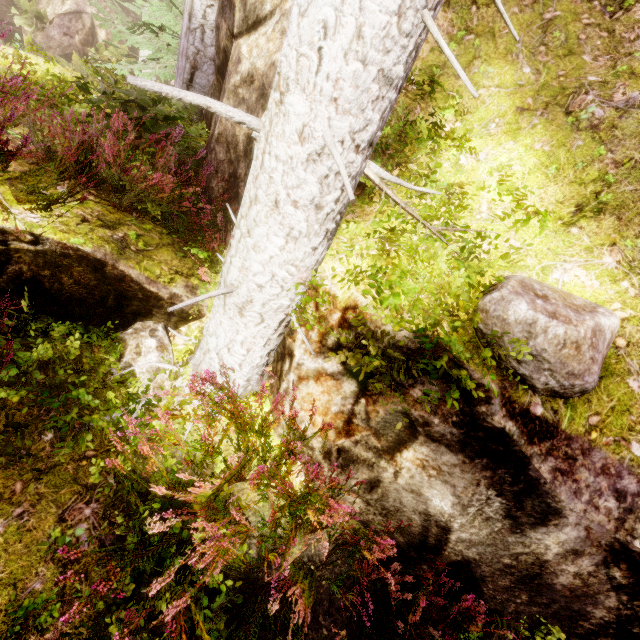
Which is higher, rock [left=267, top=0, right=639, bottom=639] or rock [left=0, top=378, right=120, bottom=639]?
rock [left=267, top=0, right=639, bottom=639]

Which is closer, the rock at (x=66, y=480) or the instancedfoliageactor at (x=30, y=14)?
the rock at (x=66, y=480)

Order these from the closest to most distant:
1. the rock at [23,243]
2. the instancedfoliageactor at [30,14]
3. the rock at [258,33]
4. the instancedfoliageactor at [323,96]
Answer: the instancedfoliageactor at [323,96], the rock at [23,243], the rock at [258,33], the instancedfoliageactor at [30,14]

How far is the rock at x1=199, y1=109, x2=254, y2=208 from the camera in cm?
362

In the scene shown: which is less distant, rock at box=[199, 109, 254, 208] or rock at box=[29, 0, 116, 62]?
rock at box=[199, 109, 254, 208]

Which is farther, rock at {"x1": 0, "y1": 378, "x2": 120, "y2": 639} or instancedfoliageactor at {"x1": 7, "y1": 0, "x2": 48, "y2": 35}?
instancedfoliageactor at {"x1": 7, "y1": 0, "x2": 48, "y2": 35}

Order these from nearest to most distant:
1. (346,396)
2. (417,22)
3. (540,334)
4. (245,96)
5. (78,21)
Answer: (417,22) → (540,334) → (346,396) → (245,96) → (78,21)

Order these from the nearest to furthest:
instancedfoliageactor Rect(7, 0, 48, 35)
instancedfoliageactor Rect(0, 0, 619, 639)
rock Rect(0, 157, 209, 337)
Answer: instancedfoliageactor Rect(0, 0, 619, 639) < rock Rect(0, 157, 209, 337) < instancedfoliageactor Rect(7, 0, 48, 35)
